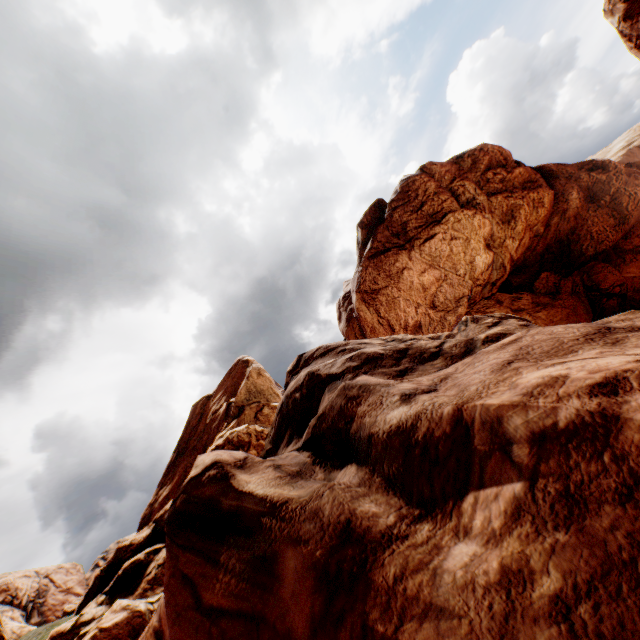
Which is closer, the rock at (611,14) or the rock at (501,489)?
the rock at (501,489)

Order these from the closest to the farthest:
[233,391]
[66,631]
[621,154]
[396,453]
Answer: [396,453]
[66,631]
[233,391]
[621,154]

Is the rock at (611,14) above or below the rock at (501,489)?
above

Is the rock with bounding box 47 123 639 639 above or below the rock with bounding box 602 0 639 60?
below

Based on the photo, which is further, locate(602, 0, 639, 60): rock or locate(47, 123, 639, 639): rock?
locate(602, 0, 639, 60): rock
